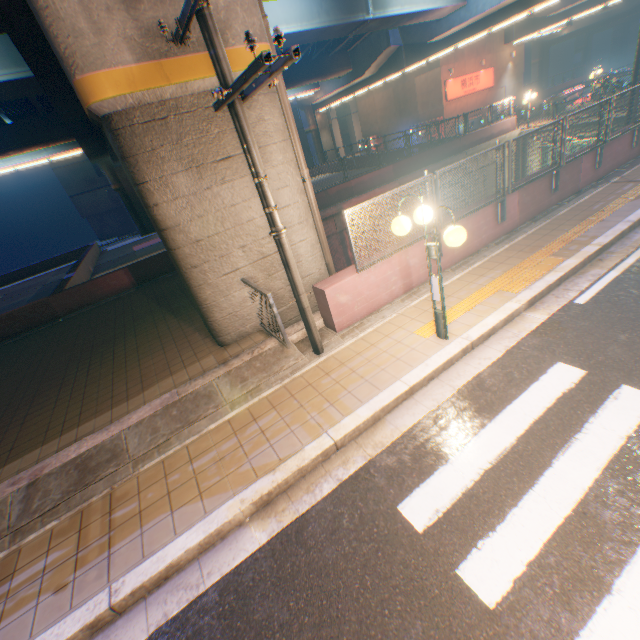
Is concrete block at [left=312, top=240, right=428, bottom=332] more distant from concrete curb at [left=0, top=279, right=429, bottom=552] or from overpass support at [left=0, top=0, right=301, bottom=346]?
overpass support at [left=0, top=0, right=301, bottom=346]

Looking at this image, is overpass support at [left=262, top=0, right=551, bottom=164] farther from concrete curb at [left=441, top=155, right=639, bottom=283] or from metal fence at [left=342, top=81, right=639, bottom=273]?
concrete curb at [left=441, top=155, right=639, bottom=283]

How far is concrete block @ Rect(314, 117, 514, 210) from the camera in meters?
17.5 m

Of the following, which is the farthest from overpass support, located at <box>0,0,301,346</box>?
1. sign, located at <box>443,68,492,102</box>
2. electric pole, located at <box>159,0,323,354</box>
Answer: sign, located at <box>443,68,492,102</box>

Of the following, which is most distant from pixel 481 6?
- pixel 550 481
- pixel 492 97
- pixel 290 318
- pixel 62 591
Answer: pixel 62 591

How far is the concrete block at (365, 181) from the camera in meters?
17.5 m

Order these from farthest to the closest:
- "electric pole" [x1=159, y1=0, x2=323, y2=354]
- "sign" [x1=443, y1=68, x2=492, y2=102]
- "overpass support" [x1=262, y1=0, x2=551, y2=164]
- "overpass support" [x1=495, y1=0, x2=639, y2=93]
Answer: "sign" [x1=443, y1=68, x2=492, y2=102], "overpass support" [x1=495, y1=0, x2=639, y2=93], "overpass support" [x1=262, y1=0, x2=551, y2=164], "electric pole" [x1=159, y1=0, x2=323, y2=354]

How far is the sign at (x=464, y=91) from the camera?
28.9 meters
